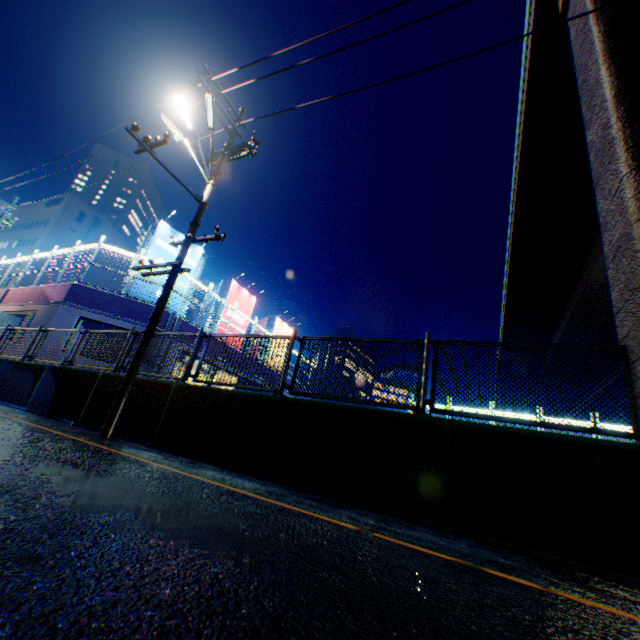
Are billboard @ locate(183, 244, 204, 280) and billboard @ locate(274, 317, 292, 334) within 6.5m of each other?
no

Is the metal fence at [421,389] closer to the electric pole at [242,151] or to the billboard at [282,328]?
the electric pole at [242,151]

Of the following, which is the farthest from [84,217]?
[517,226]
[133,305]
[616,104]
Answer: [616,104]

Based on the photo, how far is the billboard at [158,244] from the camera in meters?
16.4 m

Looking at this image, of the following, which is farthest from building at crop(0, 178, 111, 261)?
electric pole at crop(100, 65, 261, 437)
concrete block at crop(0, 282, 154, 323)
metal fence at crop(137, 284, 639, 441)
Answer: electric pole at crop(100, 65, 261, 437)

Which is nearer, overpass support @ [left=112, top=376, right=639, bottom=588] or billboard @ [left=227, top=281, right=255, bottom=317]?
overpass support @ [left=112, top=376, right=639, bottom=588]

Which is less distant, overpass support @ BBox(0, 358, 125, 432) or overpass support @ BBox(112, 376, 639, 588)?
overpass support @ BBox(112, 376, 639, 588)

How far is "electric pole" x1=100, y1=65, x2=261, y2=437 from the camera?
6.7 meters
